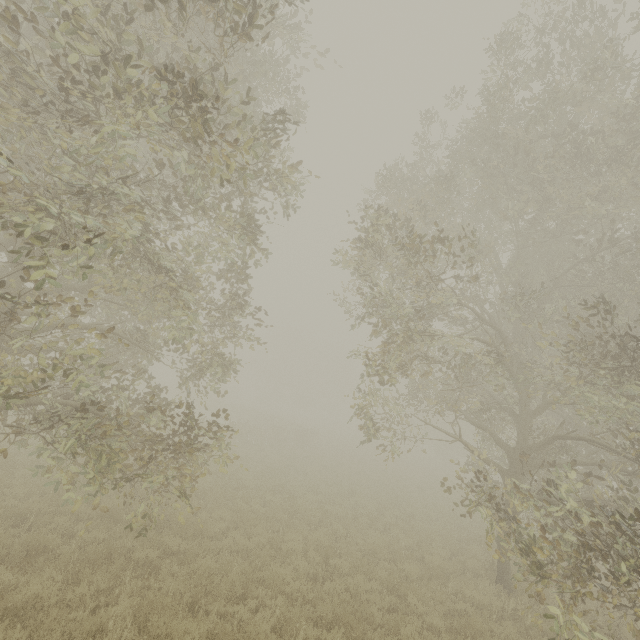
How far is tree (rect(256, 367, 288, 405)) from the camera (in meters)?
57.34

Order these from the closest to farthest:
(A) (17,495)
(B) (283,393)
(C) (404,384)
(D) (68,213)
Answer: (D) (68,213), (A) (17,495), (C) (404,384), (B) (283,393)

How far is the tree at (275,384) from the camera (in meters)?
57.34
